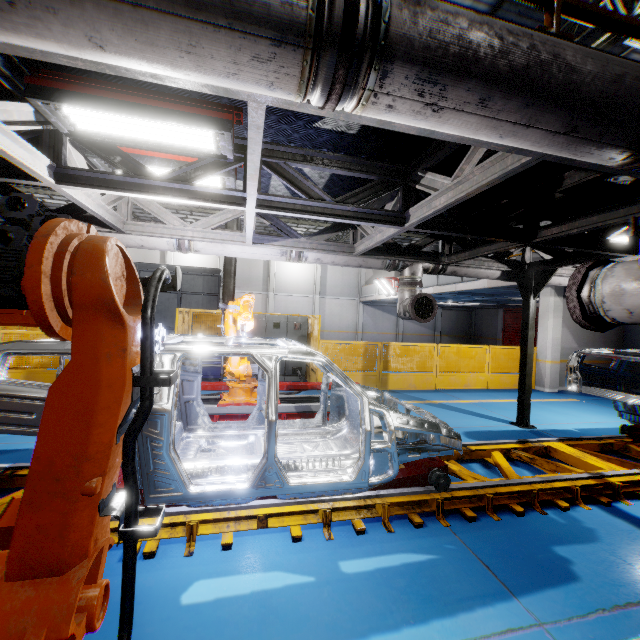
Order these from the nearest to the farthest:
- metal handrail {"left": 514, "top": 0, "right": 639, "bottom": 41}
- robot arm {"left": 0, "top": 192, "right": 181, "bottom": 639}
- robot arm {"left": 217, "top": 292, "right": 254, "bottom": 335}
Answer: robot arm {"left": 0, "top": 192, "right": 181, "bottom": 639}
metal handrail {"left": 514, "top": 0, "right": 639, "bottom": 41}
robot arm {"left": 217, "top": 292, "right": 254, "bottom": 335}

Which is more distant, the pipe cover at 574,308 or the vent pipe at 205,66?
the pipe cover at 574,308

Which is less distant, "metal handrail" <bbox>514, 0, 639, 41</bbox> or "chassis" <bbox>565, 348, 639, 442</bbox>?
"metal handrail" <bbox>514, 0, 639, 41</bbox>

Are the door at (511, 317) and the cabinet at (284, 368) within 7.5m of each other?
no

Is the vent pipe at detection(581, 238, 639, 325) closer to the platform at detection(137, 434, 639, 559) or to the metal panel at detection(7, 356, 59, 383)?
the platform at detection(137, 434, 639, 559)

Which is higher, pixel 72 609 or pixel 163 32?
pixel 163 32

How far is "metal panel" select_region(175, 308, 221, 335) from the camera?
9.1m

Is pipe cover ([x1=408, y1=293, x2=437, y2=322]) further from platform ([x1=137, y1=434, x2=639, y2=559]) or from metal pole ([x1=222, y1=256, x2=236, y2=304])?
metal pole ([x1=222, y1=256, x2=236, y2=304])
